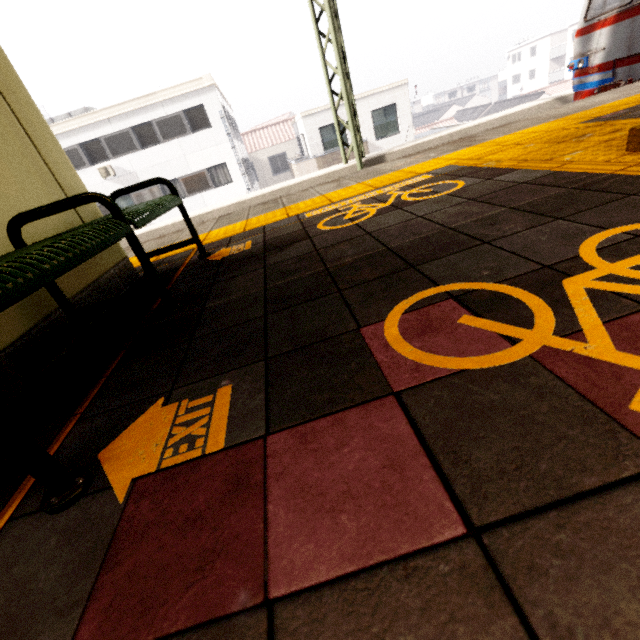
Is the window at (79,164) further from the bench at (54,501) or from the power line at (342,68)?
the bench at (54,501)

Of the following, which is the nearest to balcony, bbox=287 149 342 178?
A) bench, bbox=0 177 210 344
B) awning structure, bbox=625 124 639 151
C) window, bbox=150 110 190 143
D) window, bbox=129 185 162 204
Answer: window, bbox=150 110 190 143

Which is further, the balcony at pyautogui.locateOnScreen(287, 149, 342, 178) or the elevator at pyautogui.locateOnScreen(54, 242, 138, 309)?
the balcony at pyautogui.locateOnScreen(287, 149, 342, 178)

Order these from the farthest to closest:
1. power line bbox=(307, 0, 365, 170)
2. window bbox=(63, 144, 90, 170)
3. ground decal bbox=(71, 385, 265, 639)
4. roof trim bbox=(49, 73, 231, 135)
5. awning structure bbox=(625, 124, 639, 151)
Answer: window bbox=(63, 144, 90, 170), roof trim bbox=(49, 73, 231, 135), power line bbox=(307, 0, 365, 170), awning structure bbox=(625, 124, 639, 151), ground decal bbox=(71, 385, 265, 639)

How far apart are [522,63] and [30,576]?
75.7 meters

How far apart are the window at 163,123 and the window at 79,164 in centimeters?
406cm

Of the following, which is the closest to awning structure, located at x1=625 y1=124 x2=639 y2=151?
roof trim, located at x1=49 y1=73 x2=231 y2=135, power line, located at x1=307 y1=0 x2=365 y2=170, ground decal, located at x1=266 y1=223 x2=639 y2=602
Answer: power line, located at x1=307 y1=0 x2=365 y2=170

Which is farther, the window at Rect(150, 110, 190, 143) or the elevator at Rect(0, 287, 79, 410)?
the window at Rect(150, 110, 190, 143)
